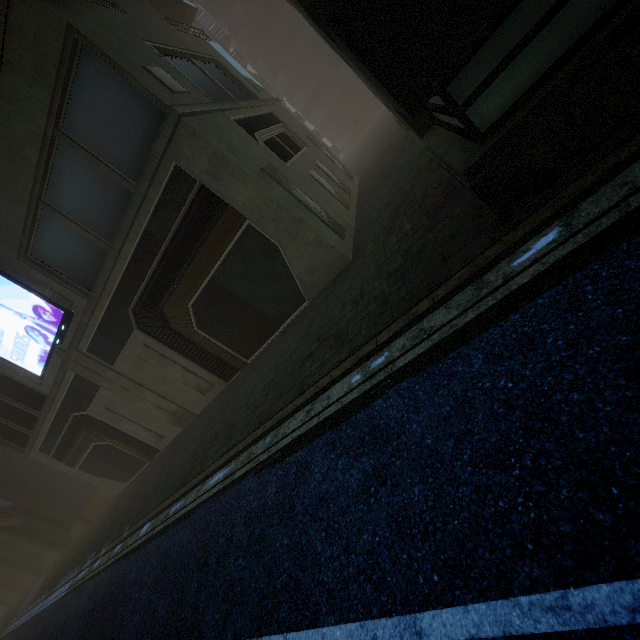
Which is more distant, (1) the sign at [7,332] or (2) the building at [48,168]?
(1) the sign at [7,332]

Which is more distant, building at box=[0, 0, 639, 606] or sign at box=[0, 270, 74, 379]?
sign at box=[0, 270, 74, 379]

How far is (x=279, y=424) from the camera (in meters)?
7.19
